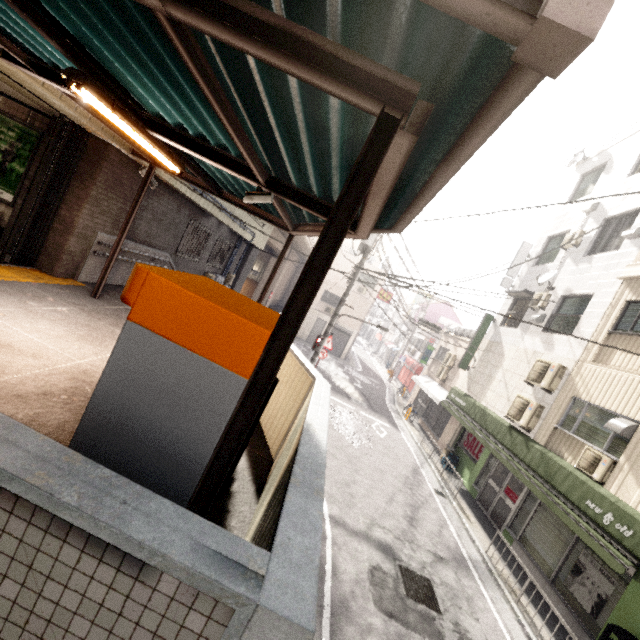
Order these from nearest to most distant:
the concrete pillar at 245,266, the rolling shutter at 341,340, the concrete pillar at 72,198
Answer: the concrete pillar at 72,198
the concrete pillar at 245,266
the rolling shutter at 341,340

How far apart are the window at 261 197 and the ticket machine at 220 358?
1.9 meters

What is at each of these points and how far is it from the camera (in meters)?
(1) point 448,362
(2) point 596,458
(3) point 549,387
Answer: (1) air conditioner, 19.33
(2) air conditioner, 7.46
(3) air conditioner, 9.64

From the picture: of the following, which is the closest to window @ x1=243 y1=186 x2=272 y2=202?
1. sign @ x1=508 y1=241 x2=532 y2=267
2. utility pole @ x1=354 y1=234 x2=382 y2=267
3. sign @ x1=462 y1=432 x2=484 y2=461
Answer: utility pole @ x1=354 y1=234 x2=382 y2=267

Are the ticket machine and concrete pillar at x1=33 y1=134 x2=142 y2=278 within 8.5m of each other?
yes

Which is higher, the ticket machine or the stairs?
the stairs

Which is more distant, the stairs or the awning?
the stairs

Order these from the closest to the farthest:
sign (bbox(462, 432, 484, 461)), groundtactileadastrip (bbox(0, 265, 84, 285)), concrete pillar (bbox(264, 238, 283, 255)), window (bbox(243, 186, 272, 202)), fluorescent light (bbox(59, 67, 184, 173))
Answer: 1. fluorescent light (bbox(59, 67, 184, 173))
2. window (bbox(243, 186, 272, 202))
3. groundtactileadastrip (bbox(0, 265, 84, 285))
4. sign (bbox(462, 432, 484, 461))
5. concrete pillar (bbox(264, 238, 283, 255))
